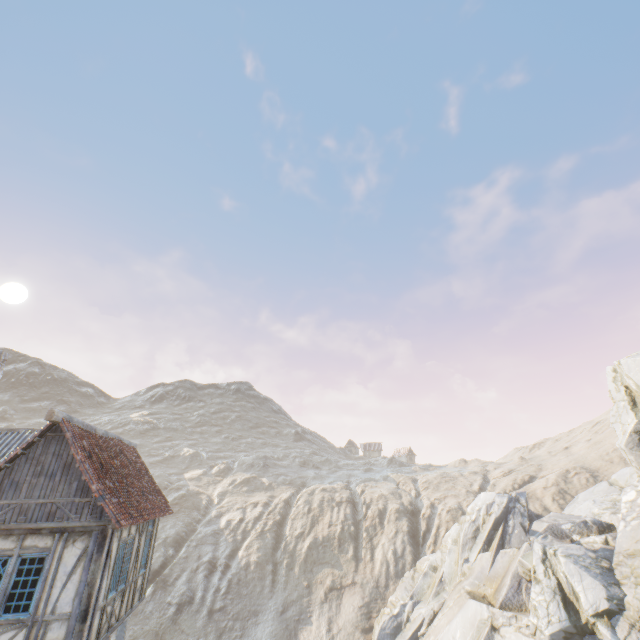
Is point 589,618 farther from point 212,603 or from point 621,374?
point 212,603

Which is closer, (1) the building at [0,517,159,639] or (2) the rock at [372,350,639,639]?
(1) the building at [0,517,159,639]

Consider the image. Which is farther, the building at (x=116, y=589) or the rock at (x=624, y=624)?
the rock at (x=624, y=624)
